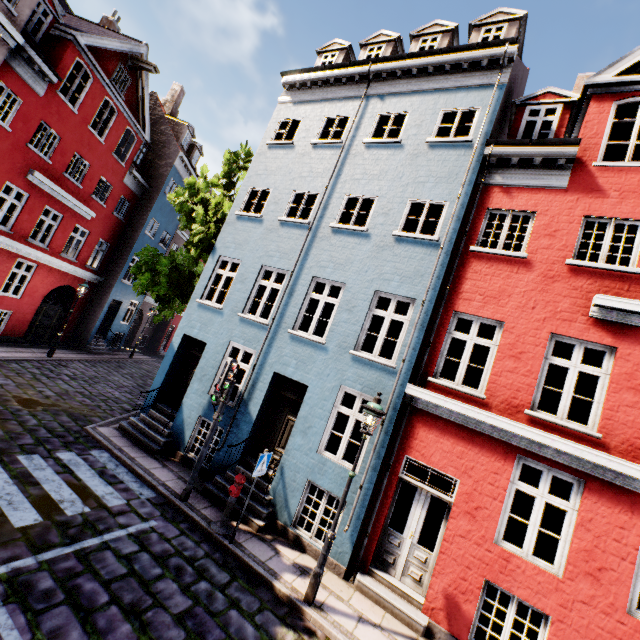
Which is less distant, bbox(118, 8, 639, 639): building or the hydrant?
bbox(118, 8, 639, 639): building

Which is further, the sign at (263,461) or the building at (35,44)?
the building at (35,44)

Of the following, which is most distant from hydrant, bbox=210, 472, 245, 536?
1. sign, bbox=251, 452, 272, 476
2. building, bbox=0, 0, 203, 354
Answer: building, bbox=0, 0, 203, 354

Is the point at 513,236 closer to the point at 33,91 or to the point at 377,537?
the point at 377,537

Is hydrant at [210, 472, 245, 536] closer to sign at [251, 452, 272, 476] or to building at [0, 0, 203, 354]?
sign at [251, 452, 272, 476]

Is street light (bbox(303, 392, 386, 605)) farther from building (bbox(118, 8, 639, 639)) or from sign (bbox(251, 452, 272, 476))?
sign (bbox(251, 452, 272, 476))

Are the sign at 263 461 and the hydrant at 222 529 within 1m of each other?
yes
